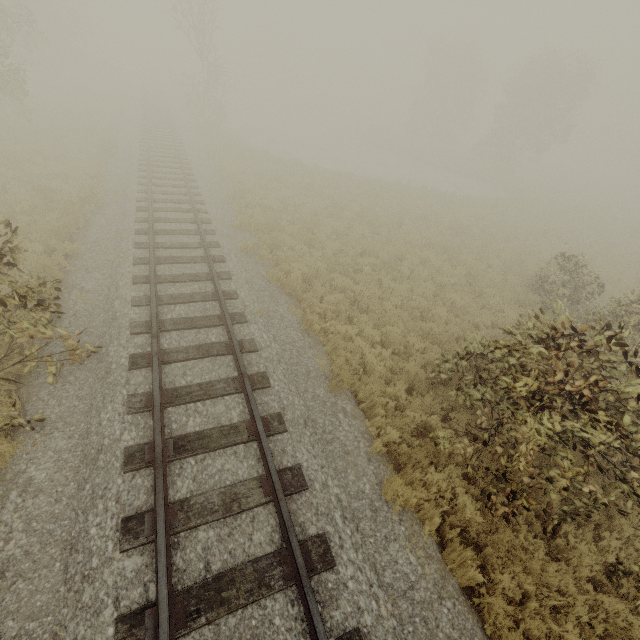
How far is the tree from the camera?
30.4m

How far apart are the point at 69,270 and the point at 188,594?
8.5m

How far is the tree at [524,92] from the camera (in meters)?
30.36
